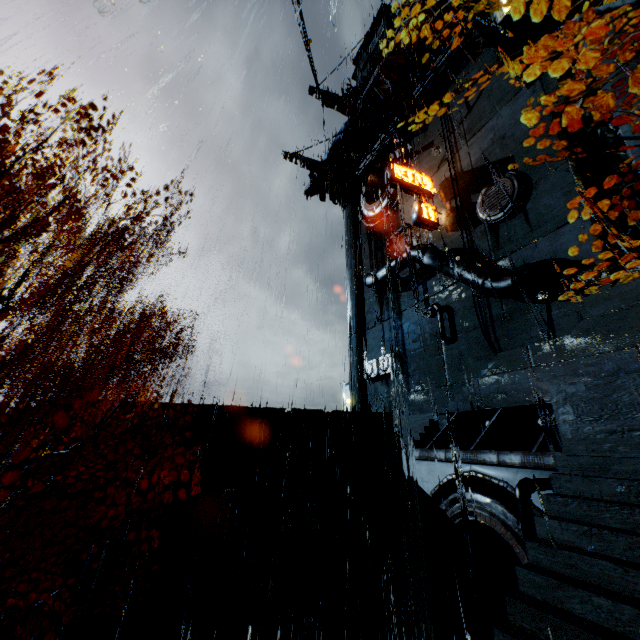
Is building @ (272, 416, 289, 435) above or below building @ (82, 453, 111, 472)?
above

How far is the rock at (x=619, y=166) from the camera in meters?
25.4

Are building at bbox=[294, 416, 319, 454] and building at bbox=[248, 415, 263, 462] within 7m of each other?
yes

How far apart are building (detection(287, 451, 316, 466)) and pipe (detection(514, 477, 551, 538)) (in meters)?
11.09

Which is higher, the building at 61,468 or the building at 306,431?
the building at 306,431

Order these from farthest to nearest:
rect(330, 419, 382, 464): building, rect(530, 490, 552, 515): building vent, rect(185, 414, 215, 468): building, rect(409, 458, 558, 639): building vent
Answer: rect(330, 419, 382, 464): building → rect(185, 414, 215, 468): building → rect(409, 458, 558, 639): building vent → rect(530, 490, 552, 515): building vent

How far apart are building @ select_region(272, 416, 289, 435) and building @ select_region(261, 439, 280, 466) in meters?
Answer: 0.3 m

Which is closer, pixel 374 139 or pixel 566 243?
pixel 566 243
